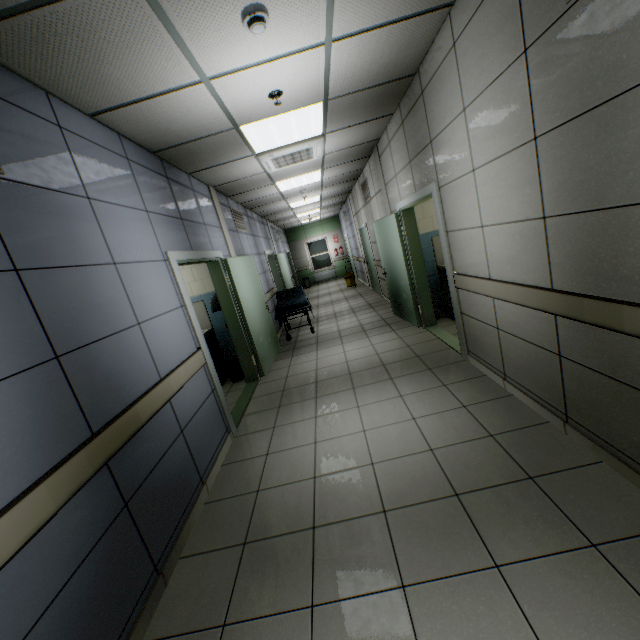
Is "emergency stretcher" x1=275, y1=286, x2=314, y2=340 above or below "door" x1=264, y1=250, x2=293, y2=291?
below

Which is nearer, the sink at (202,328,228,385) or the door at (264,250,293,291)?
the sink at (202,328,228,385)

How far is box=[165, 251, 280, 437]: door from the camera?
3.5m

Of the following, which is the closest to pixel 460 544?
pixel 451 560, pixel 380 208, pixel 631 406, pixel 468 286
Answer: pixel 451 560

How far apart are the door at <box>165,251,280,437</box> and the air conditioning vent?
1.5 meters

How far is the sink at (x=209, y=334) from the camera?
5.43m

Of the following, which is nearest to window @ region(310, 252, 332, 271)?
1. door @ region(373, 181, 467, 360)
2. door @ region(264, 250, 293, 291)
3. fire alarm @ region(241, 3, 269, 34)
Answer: door @ region(264, 250, 293, 291)

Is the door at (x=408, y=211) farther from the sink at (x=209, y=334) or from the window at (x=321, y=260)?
the window at (x=321, y=260)
